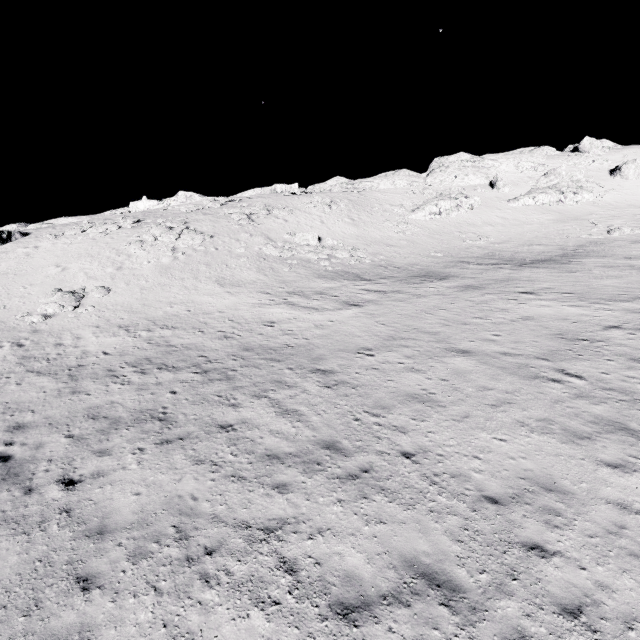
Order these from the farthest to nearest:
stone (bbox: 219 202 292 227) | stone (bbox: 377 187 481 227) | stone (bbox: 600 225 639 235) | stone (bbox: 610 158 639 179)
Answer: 1. stone (bbox: 610 158 639 179)
2. stone (bbox: 377 187 481 227)
3. stone (bbox: 219 202 292 227)
4. stone (bbox: 600 225 639 235)

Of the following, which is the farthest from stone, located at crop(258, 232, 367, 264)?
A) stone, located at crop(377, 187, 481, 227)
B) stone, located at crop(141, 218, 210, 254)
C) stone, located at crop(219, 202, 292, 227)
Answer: stone, located at crop(377, 187, 481, 227)

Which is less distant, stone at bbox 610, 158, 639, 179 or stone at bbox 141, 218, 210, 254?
stone at bbox 141, 218, 210, 254

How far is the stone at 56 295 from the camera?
21.52m

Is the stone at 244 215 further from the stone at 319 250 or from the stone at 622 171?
the stone at 622 171

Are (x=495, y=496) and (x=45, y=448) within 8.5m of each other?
no

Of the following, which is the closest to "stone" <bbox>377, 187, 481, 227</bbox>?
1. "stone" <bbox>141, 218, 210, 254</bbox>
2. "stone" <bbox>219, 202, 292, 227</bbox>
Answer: "stone" <bbox>219, 202, 292, 227</bbox>

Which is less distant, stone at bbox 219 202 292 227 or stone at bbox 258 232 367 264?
stone at bbox 258 232 367 264
